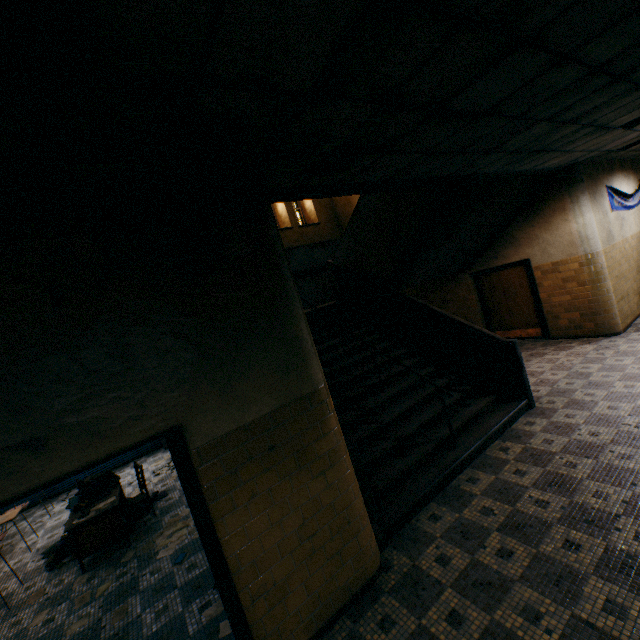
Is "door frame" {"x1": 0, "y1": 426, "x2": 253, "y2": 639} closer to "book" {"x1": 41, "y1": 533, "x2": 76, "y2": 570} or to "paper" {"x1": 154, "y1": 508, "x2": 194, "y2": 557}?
"paper" {"x1": 154, "y1": 508, "x2": 194, "y2": 557}

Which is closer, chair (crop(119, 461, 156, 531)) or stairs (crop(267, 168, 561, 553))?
stairs (crop(267, 168, 561, 553))

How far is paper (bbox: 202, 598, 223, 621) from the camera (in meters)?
3.30

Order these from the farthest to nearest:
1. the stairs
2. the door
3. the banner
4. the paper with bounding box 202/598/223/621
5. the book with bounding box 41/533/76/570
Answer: the door
the banner
the book with bounding box 41/533/76/570
the stairs
the paper with bounding box 202/598/223/621

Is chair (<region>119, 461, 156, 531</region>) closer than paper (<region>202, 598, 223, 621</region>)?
No

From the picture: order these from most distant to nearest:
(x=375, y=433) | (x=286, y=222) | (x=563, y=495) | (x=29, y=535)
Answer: (x=286, y=222)
(x=29, y=535)
(x=375, y=433)
(x=563, y=495)

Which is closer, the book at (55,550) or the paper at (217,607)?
the paper at (217,607)

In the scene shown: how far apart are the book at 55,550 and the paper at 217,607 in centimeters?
324cm
